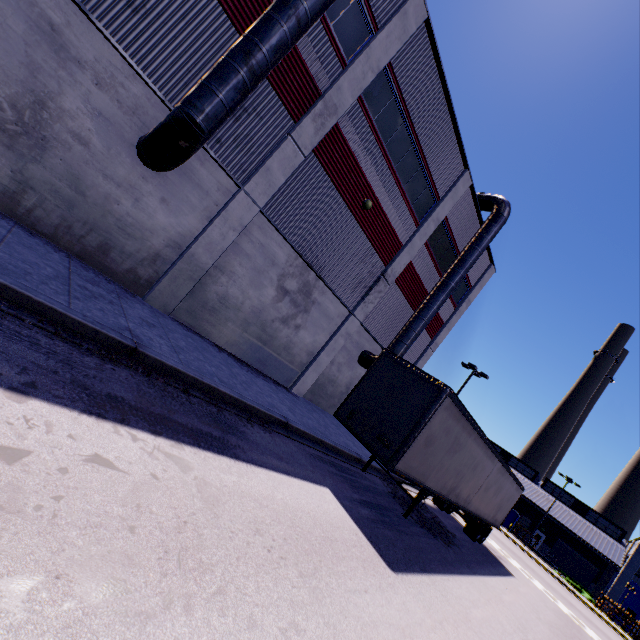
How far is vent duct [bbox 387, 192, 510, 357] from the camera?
17.1 meters

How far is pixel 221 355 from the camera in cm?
1144

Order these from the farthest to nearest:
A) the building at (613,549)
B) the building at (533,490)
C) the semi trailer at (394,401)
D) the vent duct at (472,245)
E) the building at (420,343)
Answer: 1. the building at (533,490)
2. the building at (613,549)
3. the building at (420,343)
4. the vent duct at (472,245)
5. the semi trailer at (394,401)

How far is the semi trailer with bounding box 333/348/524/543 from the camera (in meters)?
9.04

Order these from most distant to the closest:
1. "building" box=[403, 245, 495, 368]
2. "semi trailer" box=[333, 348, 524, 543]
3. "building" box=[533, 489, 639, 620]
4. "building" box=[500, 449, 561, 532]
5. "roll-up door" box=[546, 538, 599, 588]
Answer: "building" box=[500, 449, 561, 532] → "roll-up door" box=[546, 538, 599, 588] → "building" box=[533, 489, 639, 620] → "building" box=[403, 245, 495, 368] → "semi trailer" box=[333, 348, 524, 543]

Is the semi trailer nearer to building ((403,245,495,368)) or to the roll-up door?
building ((403,245,495,368))

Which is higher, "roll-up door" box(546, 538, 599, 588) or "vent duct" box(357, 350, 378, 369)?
"vent duct" box(357, 350, 378, 369)

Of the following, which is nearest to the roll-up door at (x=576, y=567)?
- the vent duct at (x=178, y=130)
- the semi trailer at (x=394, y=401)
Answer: the semi trailer at (x=394, y=401)
